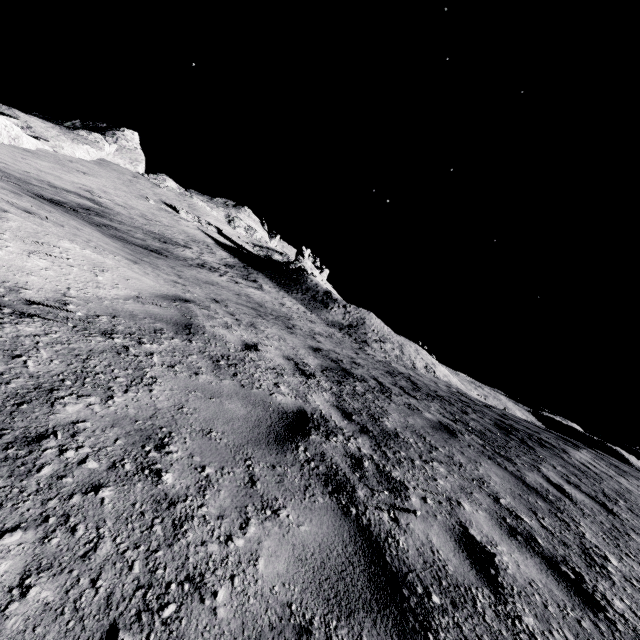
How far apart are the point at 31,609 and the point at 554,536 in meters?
4.6 m
